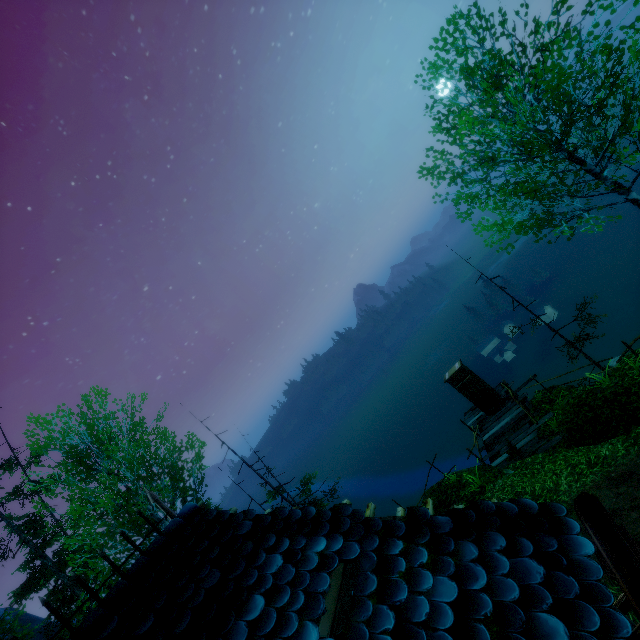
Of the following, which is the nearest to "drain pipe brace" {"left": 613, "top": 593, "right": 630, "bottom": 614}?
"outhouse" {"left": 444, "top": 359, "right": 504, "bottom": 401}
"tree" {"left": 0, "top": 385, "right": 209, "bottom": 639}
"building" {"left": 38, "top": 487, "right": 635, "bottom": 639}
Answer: "building" {"left": 38, "top": 487, "right": 635, "bottom": 639}

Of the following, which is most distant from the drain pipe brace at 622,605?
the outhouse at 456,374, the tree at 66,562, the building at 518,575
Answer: the tree at 66,562

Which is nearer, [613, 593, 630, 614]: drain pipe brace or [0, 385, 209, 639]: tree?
[613, 593, 630, 614]: drain pipe brace

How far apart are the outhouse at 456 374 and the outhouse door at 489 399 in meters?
0.0 m

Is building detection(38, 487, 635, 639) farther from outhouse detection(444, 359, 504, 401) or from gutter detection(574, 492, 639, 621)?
outhouse detection(444, 359, 504, 401)

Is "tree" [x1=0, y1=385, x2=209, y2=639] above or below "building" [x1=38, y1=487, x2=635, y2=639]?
above

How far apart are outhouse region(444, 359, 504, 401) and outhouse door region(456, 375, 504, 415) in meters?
0.0 m

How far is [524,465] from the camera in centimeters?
1127cm
